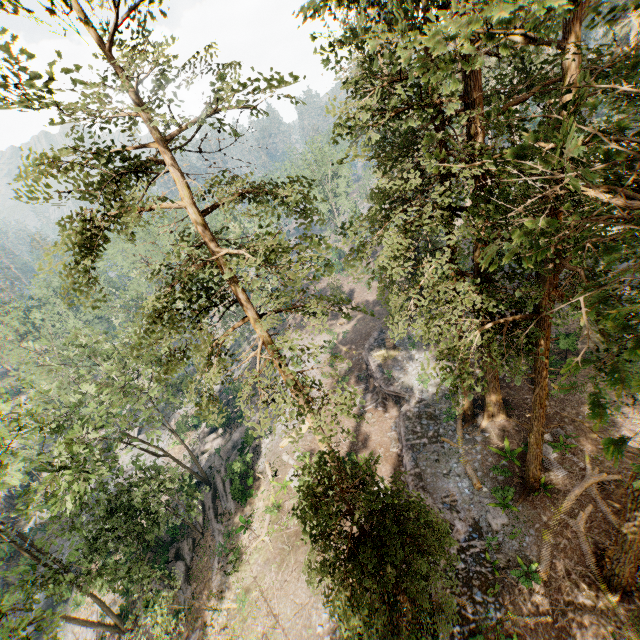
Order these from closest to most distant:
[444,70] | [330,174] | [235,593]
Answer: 1. [444,70]
2. [235,593]
3. [330,174]

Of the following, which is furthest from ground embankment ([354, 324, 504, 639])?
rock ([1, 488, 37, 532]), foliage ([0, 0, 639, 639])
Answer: rock ([1, 488, 37, 532])

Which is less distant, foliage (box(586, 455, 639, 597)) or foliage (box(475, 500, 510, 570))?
foliage (box(586, 455, 639, 597))

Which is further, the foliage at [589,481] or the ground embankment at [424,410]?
the foliage at [589,481]

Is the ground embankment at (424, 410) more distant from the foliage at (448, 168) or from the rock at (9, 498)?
the rock at (9, 498)

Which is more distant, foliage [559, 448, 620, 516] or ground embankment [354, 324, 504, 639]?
foliage [559, 448, 620, 516]

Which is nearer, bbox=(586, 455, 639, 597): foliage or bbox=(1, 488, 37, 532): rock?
bbox=(586, 455, 639, 597): foliage

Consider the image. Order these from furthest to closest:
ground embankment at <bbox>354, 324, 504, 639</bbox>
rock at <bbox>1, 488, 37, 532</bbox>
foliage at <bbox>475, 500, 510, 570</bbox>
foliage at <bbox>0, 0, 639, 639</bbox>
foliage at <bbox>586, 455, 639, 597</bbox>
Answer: rock at <bbox>1, 488, 37, 532</bbox>
foliage at <bbox>475, 500, 510, 570</bbox>
ground embankment at <bbox>354, 324, 504, 639</bbox>
foliage at <bbox>586, 455, 639, 597</bbox>
foliage at <bbox>0, 0, 639, 639</bbox>
